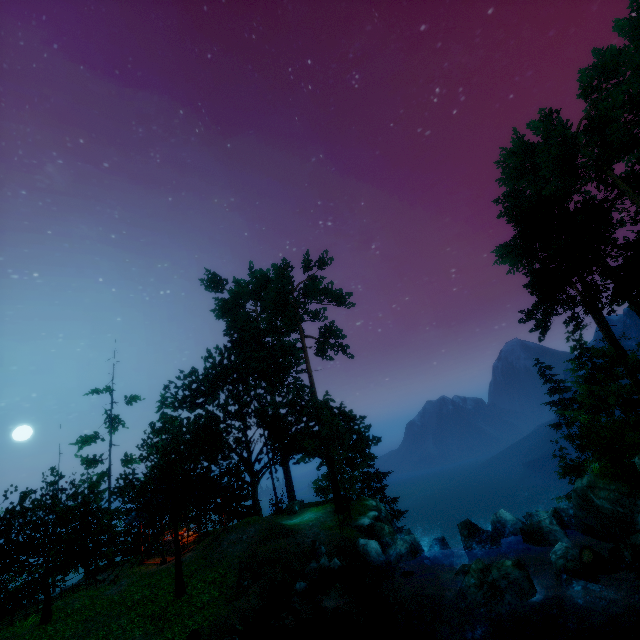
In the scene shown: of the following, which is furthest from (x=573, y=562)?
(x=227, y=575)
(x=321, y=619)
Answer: (x=227, y=575)

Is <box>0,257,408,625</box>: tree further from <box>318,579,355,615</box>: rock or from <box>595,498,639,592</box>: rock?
<box>318,579,355,615</box>: rock

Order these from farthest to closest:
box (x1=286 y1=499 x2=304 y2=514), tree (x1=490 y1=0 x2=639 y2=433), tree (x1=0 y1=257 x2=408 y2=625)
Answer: box (x1=286 y1=499 x2=304 y2=514) → tree (x1=490 y1=0 x2=639 y2=433) → tree (x1=0 y1=257 x2=408 y2=625)

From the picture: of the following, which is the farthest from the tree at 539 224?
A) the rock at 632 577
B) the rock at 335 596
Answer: the rock at 335 596

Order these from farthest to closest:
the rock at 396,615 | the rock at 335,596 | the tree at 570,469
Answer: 1. the tree at 570,469
2. the rock at 335,596
3. the rock at 396,615

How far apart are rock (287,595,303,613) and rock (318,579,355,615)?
0.8m

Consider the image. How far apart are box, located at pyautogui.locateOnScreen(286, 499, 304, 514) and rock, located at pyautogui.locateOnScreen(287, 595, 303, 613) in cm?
1236

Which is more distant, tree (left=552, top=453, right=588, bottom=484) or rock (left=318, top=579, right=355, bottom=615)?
tree (left=552, top=453, right=588, bottom=484)
